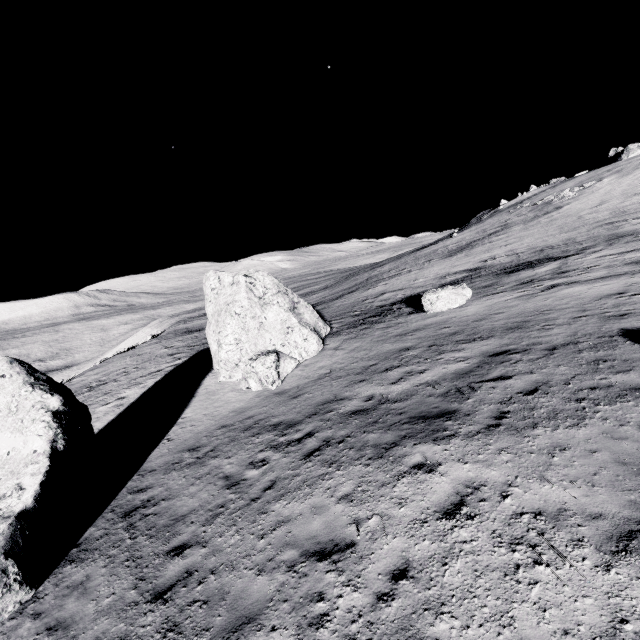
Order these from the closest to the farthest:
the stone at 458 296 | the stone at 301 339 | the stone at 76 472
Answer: the stone at 76 472
the stone at 301 339
the stone at 458 296

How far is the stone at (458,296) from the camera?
17.5m

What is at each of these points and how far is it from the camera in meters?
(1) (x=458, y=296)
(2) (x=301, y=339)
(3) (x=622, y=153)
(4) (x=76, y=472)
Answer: (1) stone, 17.6 m
(2) stone, 16.3 m
(3) stone, 52.8 m
(4) stone, 10.0 m

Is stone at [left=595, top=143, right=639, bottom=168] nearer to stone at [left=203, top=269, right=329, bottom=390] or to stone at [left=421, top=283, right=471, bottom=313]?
stone at [left=421, top=283, right=471, bottom=313]

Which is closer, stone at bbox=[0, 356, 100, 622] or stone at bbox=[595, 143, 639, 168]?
stone at bbox=[0, 356, 100, 622]

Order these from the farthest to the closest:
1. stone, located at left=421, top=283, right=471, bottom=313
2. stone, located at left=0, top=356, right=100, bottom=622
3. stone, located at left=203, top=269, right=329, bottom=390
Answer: stone, located at left=421, top=283, right=471, bottom=313 < stone, located at left=203, top=269, right=329, bottom=390 < stone, located at left=0, top=356, right=100, bottom=622

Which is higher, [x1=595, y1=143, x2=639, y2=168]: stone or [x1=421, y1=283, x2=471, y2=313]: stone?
[x1=595, y1=143, x2=639, y2=168]: stone

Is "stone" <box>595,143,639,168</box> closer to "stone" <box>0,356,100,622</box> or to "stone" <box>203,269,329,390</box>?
"stone" <box>203,269,329,390</box>
